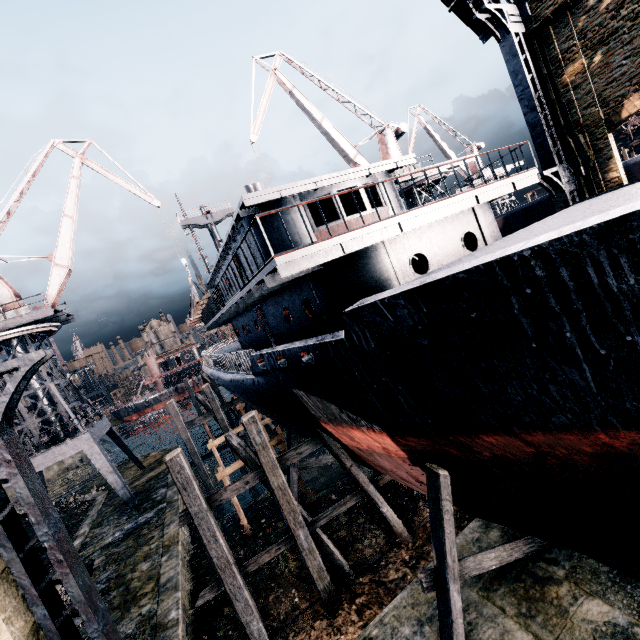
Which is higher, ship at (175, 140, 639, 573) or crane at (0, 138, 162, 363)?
crane at (0, 138, 162, 363)

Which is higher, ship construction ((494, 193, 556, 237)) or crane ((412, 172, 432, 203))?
crane ((412, 172, 432, 203))

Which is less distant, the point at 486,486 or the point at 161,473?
the point at 486,486

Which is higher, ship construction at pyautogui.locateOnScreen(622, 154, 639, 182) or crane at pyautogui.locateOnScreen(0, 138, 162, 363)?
crane at pyautogui.locateOnScreen(0, 138, 162, 363)

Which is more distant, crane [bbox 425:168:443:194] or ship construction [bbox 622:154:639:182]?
crane [bbox 425:168:443:194]

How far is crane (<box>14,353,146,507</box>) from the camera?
21.6m

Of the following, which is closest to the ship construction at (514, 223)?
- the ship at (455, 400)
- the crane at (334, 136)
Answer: the crane at (334, 136)

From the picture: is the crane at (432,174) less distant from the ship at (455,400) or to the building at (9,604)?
the ship at (455,400)
